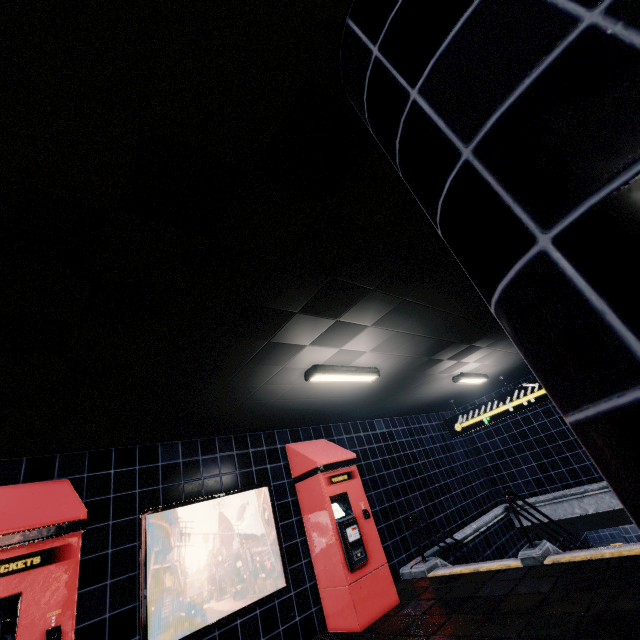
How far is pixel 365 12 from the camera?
1.12m
